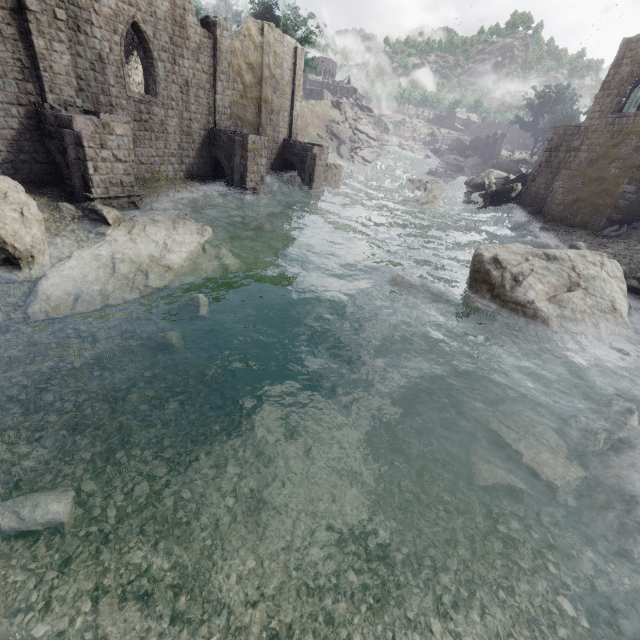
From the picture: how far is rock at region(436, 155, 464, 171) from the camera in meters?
57.5 m

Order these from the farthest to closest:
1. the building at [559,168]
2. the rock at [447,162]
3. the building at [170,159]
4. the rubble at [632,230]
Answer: the rock at [447,162] < the building at [559,168] < the rubble at [632,230] < the building at [170,159]

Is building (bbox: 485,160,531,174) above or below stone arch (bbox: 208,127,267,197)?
above

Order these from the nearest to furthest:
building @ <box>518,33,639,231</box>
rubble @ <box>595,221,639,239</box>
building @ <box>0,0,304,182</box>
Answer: building @ <box>0,0,304,182</box>
rubble @ <box>595,221,639,239</box>
building @ <box>518,33,639,231</box>

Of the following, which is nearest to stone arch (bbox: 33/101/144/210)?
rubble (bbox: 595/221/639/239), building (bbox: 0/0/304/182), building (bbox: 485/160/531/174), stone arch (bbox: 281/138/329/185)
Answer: building (bbox: 0/0/304/182)

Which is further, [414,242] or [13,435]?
[414,242]

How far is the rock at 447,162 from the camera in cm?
5753

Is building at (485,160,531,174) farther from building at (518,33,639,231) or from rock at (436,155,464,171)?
rock at (436,155,464,171)
